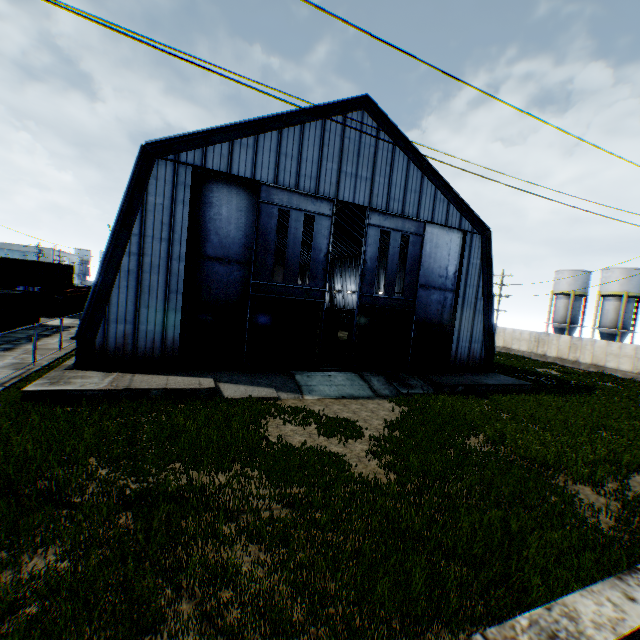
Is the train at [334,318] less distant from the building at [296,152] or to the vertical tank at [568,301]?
the building at [296,152]

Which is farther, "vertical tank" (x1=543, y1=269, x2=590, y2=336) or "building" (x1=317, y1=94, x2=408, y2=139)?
"vertical tank" (x1=543, y1=269, x2=590, y2=336)

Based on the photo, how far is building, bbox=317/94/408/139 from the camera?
18.9 meters

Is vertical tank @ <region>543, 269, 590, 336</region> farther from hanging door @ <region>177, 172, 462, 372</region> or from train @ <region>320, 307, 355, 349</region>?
hanging door @ <region>177, 172, 462, 372</region>

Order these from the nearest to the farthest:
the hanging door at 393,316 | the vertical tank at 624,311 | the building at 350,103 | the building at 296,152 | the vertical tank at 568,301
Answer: the building at 296,152 < the hanging door at 393,316 < the building at 350,103 < the vertical tank at 624,311 < the vertical tank at 568,301

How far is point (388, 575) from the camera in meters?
5.9 m

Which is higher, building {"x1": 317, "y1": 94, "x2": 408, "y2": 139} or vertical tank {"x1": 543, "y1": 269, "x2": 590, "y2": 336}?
building {"x1": 317, "y1": 94, "x2": 408, "y2": 139}

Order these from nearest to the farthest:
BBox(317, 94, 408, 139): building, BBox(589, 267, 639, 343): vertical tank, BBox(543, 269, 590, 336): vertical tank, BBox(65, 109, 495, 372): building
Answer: BBox(65, 109, 495, 372): building
BBox(317, 94, 408, 139): building
BBox(589, 267, 639, 343): vertical tank
BBox(543, 269, 590, 336): vertical tank
